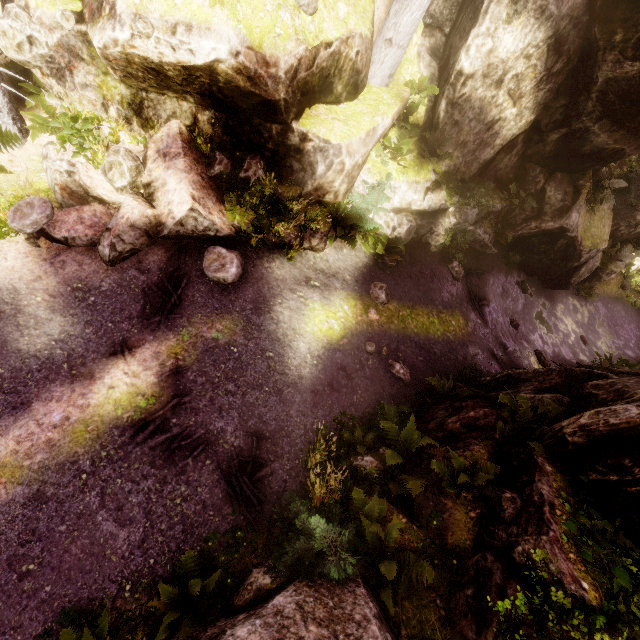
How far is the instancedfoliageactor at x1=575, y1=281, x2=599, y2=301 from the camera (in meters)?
18.50

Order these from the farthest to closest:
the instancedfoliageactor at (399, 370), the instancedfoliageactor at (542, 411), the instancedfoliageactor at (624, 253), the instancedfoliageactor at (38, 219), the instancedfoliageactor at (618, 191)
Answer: the instancedfoliageactor at (624, 253), the instancedfoliageactor at (618, 191), the instancedfoliageactor at (399, 370), the instancedfoliageactor at (38, 219), the instancedfoliageactor at (542, 411)

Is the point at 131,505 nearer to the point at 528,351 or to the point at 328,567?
the point at 328,567

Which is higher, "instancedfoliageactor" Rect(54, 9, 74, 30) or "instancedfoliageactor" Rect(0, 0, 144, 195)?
"instancedfoliageactor" Rect(54, 9, 74, 30)

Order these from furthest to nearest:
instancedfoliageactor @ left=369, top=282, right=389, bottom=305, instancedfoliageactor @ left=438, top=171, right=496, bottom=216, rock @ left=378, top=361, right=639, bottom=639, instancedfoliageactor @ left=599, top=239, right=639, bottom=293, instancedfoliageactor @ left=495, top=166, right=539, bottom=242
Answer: instancedfoliageactor @ left=599, top=239, right=639, bottom=293 → instancedfoliageactor @ left=495, top=166, right=539, bottom=242 → instancedfoliageactor @ left=438, top=171, right=496, bottom=216 → instancedfoliageactor @ left=369, top=282, right=389, bottom=305 → rock @ left=378, top=361, right=639, bottom=639

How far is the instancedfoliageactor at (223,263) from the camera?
7.7m
